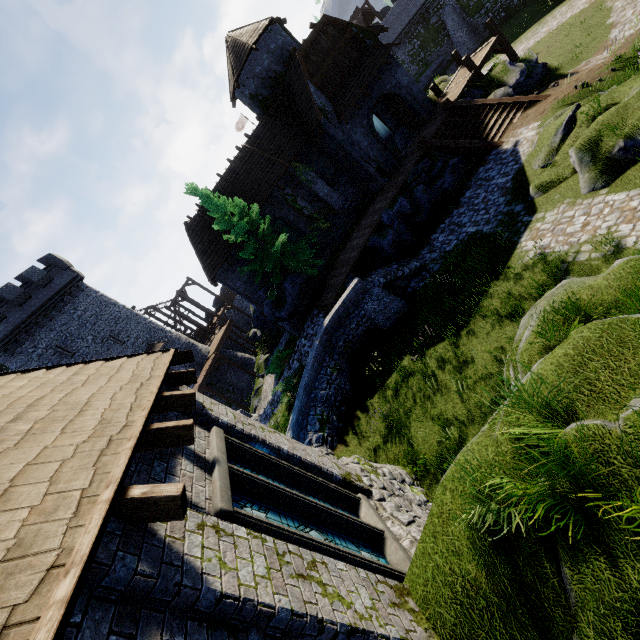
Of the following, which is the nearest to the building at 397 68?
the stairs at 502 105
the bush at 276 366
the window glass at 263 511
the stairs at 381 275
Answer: the stairs at 502 105

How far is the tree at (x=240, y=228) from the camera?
18.2m

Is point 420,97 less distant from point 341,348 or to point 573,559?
point 341,348

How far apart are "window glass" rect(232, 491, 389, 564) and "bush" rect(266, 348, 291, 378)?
14.5 meters

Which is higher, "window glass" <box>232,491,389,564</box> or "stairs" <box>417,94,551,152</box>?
"window glass" <box>232,491,389,564</box>

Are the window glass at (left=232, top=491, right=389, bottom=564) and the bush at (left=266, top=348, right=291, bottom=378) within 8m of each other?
no

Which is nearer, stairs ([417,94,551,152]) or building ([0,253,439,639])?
building ([0,253,439,639])

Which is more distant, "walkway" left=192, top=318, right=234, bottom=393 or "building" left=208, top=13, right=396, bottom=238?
"walkway" left=192, top=318, right=234, bottom=393
